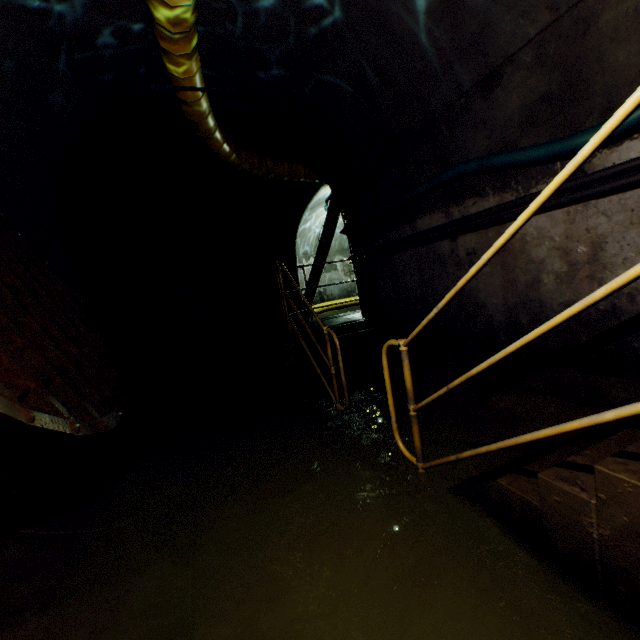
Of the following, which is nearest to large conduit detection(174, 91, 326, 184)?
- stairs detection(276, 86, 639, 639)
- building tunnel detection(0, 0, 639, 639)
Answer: building tunnel detection(0, 0, 639, 639)

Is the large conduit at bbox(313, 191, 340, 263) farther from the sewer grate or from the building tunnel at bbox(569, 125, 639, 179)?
the sewer grate

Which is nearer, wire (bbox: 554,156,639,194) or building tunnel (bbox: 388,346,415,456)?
wire (bbox: 554,156,639,194)

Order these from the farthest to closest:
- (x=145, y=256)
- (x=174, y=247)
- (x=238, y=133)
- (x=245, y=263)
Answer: (x=245, y=263) → (x=174, y=247) → (x=145, y=256) → (x=238, y=133)

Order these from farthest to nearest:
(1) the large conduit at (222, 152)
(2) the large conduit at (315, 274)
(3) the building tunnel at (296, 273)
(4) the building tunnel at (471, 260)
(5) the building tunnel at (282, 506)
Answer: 1. (2) the large conduit at (315, 274)
2. (3) the building tunnel at (296, 273)
3. (1) the large conduit at (222, 152)
4. (4) the building tunnel at (471, 260)
5. (5) the building tunnel at (282, 506)

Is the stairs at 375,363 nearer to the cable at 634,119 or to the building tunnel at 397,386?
the building tunnel at 397,386

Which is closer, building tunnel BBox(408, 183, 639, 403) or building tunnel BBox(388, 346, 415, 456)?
building tunnel BBox(408, 183, 639, 403)

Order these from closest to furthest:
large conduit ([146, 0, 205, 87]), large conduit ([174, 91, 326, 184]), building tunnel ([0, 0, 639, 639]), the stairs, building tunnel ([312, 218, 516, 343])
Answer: the stairs, building tunnel ([0, 0, 639, 639]), large conduit ([146, 0, 205, 87]), building tunnel ([312, 218, 516, 343]), large conduit ([174, 91, 326, 184])
